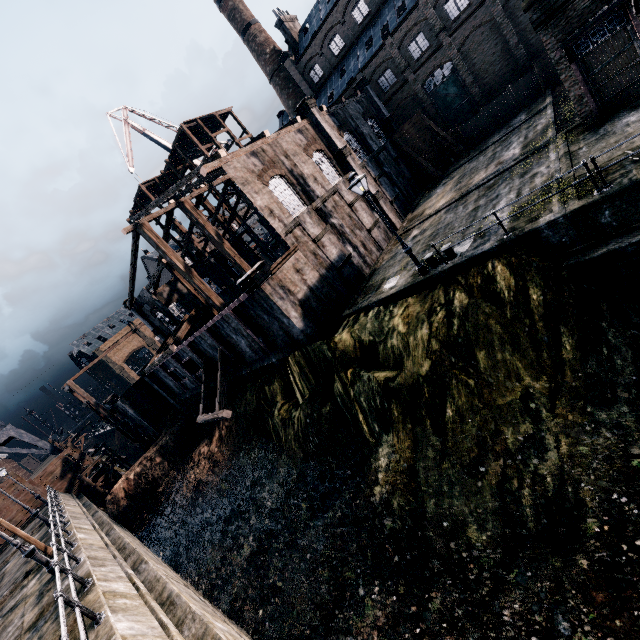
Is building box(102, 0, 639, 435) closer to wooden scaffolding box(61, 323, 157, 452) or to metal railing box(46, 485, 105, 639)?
wooden scaffolding box(61, 323, 157, 452)

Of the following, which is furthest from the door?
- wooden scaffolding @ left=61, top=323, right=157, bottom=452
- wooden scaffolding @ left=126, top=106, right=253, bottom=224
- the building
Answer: wooden scaffolding @ left=61, top=323, right=157, bottom=452

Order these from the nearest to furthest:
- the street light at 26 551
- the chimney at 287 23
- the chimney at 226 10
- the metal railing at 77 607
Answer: the metal railing at 77 607 < the street light at 26 551 < the chimney at 287 23 < the chimney at 226 10

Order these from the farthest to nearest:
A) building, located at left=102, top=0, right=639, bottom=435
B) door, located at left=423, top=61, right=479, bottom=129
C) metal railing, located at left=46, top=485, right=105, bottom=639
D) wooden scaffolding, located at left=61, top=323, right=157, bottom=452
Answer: wooden scaffolding, located at left=61, top=323, right=157, bottom=452, door, located at left=423, top=61, right=479, bottom=129, building, located at left=102, top=0, right=639, bottom=435, metal railing, located at left=46, top=485, right=105, bottom=639

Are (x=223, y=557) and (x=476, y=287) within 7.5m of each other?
no

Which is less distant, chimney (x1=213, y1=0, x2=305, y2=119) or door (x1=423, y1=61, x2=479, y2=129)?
door (x1=423, y1=61, x2=479, y2=129)

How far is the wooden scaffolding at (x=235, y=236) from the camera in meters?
38.9

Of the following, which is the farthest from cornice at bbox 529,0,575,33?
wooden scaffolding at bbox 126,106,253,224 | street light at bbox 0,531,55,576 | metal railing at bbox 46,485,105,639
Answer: street light at bbox 0,531,55,576
